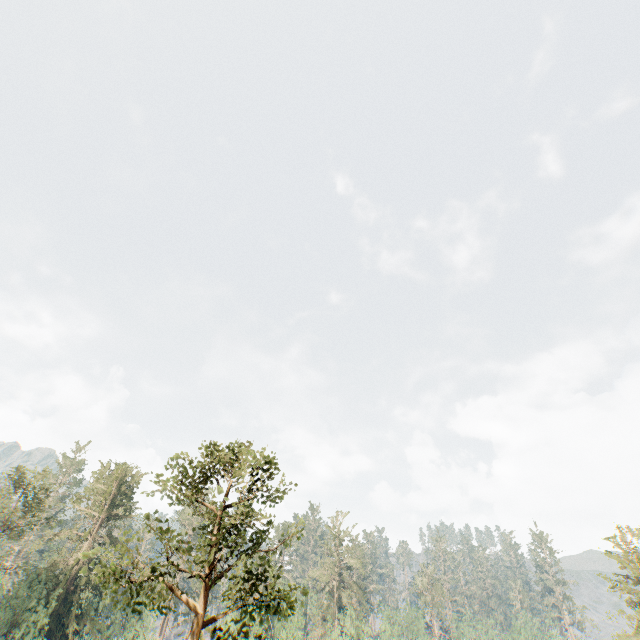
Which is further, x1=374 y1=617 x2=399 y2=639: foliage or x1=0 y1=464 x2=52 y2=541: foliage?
x1=374 y1=617 x2=399 y2=639: foliage

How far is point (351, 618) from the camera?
53.56m

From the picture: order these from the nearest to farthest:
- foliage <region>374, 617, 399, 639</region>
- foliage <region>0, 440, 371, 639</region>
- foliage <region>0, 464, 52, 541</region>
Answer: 1. foliage <region>0, 440, 371, 639</region>
2. foliage <region>0, 464, 52, 541</region>
3. foliage <region>374, 617, 399, 639</region>

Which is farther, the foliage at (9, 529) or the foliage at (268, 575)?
the foliage at (9, 529)

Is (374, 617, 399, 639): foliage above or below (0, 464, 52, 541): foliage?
below
